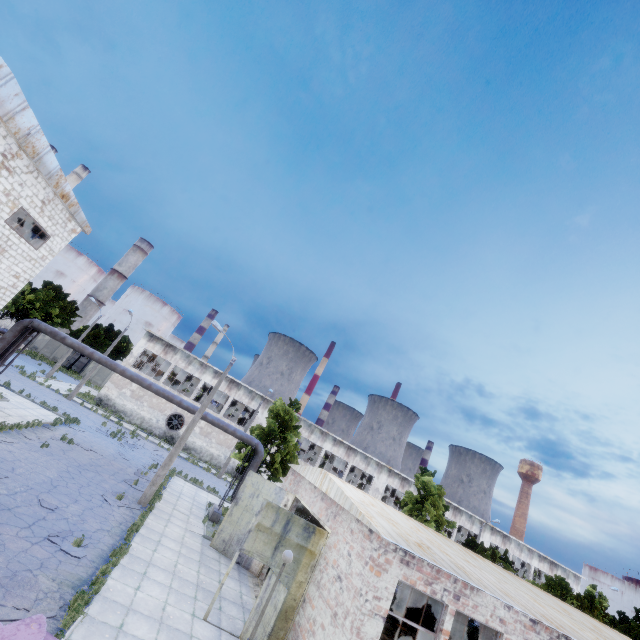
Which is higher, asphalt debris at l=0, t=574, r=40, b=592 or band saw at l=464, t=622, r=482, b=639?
band saw at l=464, t=622, r=482, b=639

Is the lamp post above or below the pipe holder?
above

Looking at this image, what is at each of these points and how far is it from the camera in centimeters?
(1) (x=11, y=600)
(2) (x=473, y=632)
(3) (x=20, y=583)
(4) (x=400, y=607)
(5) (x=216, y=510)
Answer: (1) asphalt debris, 751cm
(2) band saw, 1955cm
(3) asphalt debris, 805cm
(4) lathe, 1878cm
(5) pipe holder, 2033cm

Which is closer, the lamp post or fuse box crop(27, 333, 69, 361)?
the lamp post

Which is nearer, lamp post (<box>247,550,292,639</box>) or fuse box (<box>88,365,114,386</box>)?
lamp post (<box>247,550,292,639</box>)

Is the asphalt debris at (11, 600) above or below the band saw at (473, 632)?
below

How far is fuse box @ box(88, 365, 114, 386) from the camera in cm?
5297

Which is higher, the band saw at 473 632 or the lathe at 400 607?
the band saw at 473 632
